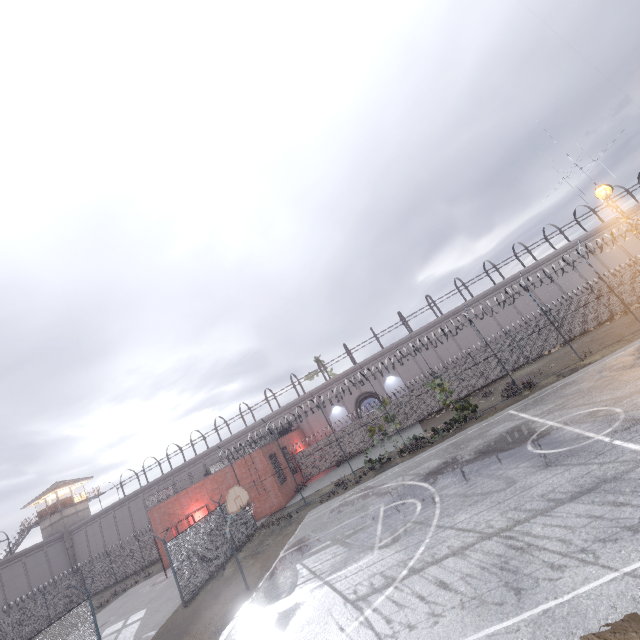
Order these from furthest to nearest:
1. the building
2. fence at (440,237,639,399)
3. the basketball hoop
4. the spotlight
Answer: the building < the spotlight < fence at (440,237,639,399) < the basketball hoop

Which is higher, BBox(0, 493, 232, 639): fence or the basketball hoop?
the basketball hoop

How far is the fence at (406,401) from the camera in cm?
3038

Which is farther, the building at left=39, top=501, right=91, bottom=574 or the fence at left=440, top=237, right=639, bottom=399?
the building at left=39, top=501, right=91, bottom=574

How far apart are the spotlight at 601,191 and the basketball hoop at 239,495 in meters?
29.5 m

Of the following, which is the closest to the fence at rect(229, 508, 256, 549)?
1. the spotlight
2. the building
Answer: the spotlight

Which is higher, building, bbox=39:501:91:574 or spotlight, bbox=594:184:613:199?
building, bbox=39:501:91:574

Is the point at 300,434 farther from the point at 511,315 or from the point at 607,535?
the point at 607,535
